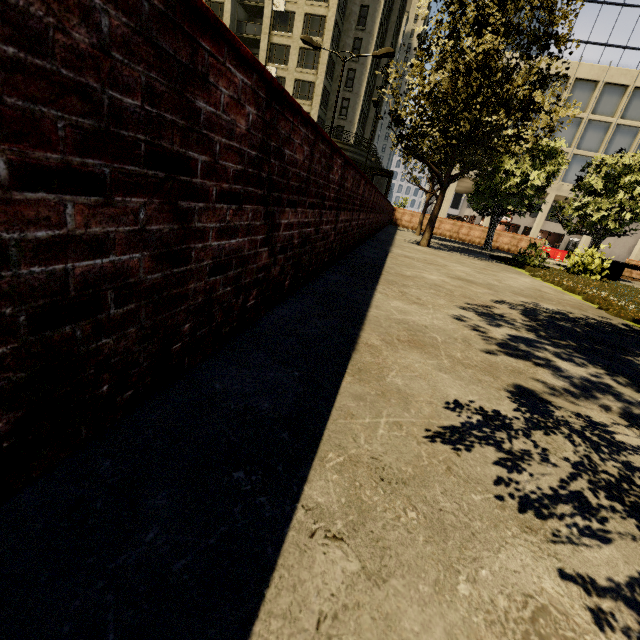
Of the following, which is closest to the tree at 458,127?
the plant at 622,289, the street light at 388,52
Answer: the plant at 622,289

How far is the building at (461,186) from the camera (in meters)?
35.16

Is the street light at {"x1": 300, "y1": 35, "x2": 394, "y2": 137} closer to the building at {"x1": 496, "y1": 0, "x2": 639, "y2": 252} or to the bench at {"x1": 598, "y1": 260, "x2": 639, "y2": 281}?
the bench at {"x1": 598, "y1": 260, "x2": 639, "y2": 281}

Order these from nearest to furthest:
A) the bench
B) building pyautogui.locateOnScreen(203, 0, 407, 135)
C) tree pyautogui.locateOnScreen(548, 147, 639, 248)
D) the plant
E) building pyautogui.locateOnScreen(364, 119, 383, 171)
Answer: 1. the plant
2. the bench
3. tree pyautogui.locateOnScreen(548, 147, 639, 248)
4. building pyautogui.locateOnScreen(203, 0, 407, 135)
5. building pyautogui.locateOnScreen(364, 119, 383, 171)

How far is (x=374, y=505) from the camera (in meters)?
0.95

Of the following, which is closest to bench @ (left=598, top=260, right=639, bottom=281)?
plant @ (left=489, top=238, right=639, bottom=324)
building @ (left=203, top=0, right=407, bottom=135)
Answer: plant @ (left=489, top=238, right=639, bottom=324)

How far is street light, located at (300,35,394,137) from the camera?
15.48m

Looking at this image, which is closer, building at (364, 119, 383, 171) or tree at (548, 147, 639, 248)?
tree at (548, 147, 639, 248)
